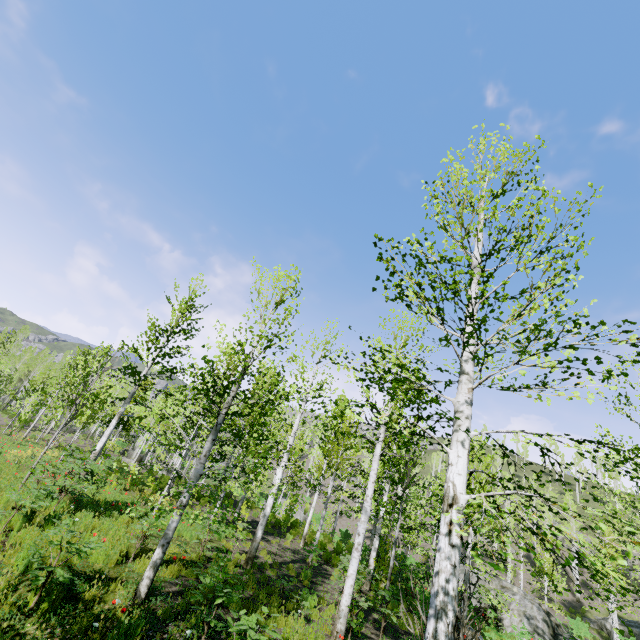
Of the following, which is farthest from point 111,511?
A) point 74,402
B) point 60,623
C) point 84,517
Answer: point 60,623

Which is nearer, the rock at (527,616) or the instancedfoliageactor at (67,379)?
the instancedfoliageactor at (67,379)

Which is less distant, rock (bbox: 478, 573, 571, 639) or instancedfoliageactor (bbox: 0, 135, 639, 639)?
Result: instancedfoliageactor (bbox: 0, 135, 639, 639)
